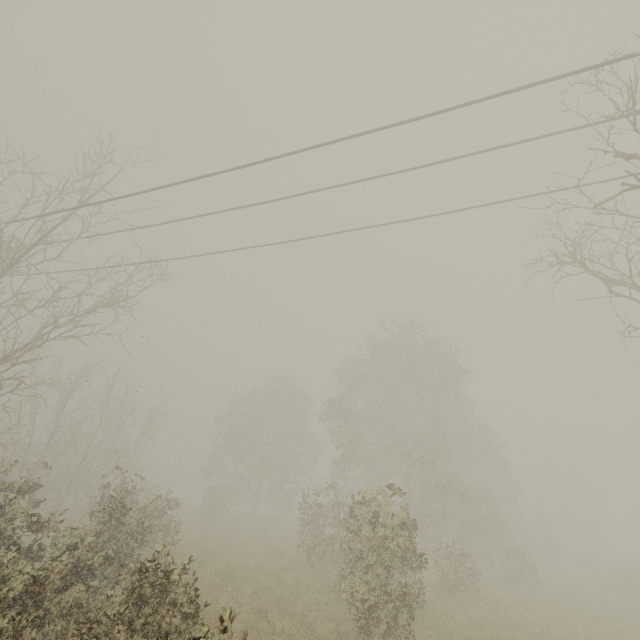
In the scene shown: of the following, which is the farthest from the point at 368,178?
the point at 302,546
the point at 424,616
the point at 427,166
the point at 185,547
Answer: the point at 185,547

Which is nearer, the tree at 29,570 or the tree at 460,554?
the tree at 29,570

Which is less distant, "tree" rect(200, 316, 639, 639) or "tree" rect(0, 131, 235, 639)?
"tree" rect(0, 131, 235, 639)
